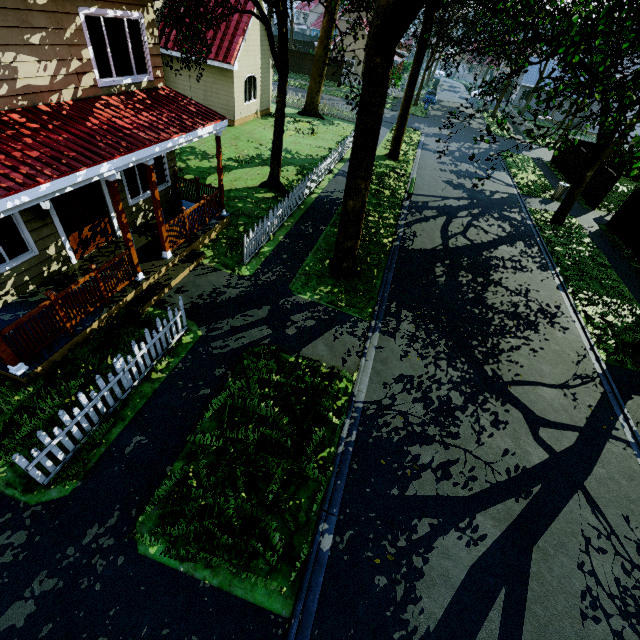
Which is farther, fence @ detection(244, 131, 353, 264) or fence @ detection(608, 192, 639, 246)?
fence @ detection(608, 192, 639, 246)

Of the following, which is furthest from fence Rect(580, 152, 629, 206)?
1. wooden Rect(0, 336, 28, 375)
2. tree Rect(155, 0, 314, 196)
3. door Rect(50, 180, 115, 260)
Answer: wooden Rect(0, 336, 28, 375)

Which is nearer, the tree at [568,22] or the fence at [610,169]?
the tree at [568,22]

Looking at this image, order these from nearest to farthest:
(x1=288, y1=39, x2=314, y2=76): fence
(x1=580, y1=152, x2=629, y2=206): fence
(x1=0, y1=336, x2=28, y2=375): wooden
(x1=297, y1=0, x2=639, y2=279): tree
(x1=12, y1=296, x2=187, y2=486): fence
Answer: (x1=12, y1=296, x2=187, y2=486): fence → (x1=0, y1=336, x2=28, y2=375): wooden → (x1=297, y1=0, x2=639, y2=279): tree → (x1=580, y1=152, x2=629, y2=206): fence → (x1=288, y1=39, x2=314, y2=76): fence

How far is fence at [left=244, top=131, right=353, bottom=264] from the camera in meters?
10.5

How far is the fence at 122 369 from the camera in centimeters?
498cm

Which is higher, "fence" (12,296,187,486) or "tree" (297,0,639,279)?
"tree" (297,0,639,279)

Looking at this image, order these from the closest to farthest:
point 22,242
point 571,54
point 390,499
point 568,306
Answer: point 390,499, point 22,242, point 571,54, point 568,306
